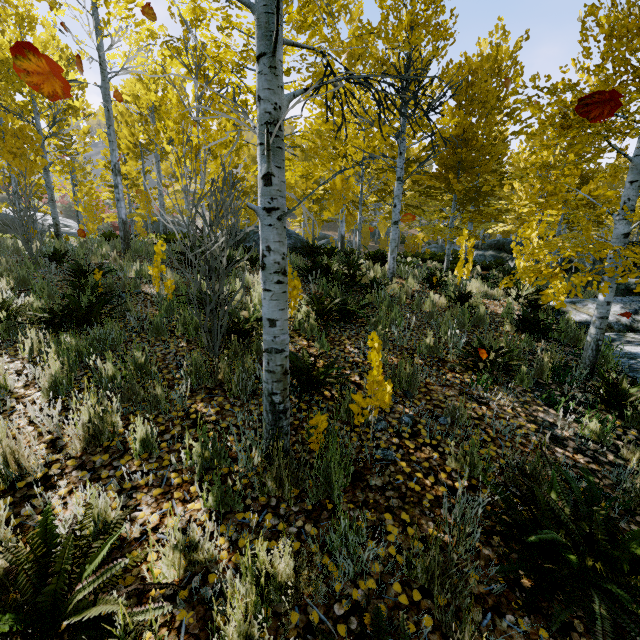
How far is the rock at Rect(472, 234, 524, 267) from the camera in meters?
17.0

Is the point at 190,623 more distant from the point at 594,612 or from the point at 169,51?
the point at 169,51

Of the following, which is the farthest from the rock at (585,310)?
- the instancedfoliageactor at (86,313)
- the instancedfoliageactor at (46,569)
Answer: the instancedfoliageactor at (46,569)

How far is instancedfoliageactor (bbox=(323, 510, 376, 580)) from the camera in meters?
1.8 m

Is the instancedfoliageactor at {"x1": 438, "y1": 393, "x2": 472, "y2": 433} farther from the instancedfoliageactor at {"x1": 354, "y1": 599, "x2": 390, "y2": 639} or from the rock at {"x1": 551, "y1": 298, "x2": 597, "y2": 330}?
the instancedfoliageactor at {"x1": 354, "y1": 599, "x2": 390, "y2": 639}

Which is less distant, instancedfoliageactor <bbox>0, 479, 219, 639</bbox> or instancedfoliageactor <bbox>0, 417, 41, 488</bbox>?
instancedfoliageactor <bbox>0, 479, 219, 639</bbox>

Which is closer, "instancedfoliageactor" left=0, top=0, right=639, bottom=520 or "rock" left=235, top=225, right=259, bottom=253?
"instancedfoliageactor" left=0, top=0, right=639, bottom=520

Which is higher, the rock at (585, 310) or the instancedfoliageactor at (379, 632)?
the rock at (585, 310)
